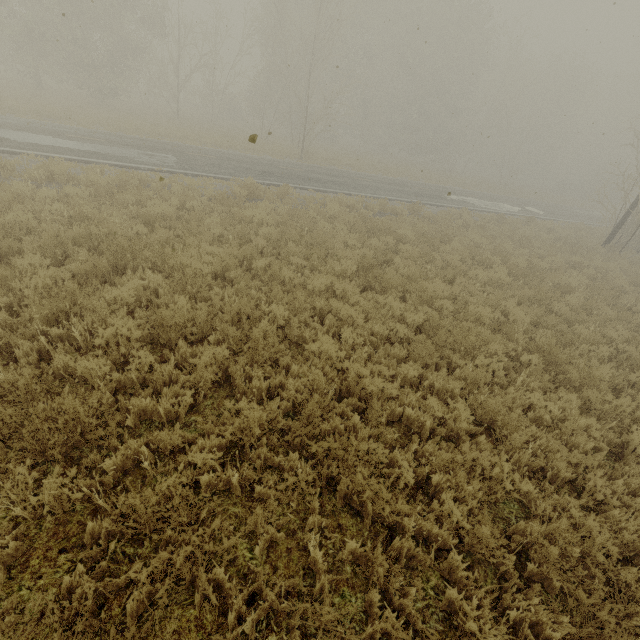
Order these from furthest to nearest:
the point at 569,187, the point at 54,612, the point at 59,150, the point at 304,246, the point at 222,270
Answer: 1. the point at 569,187
2. the point at 59,150
3. the point at 304,246
4. the point at 222,270
5. the point at 54,612

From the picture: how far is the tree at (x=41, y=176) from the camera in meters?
9.6

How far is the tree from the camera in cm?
965
